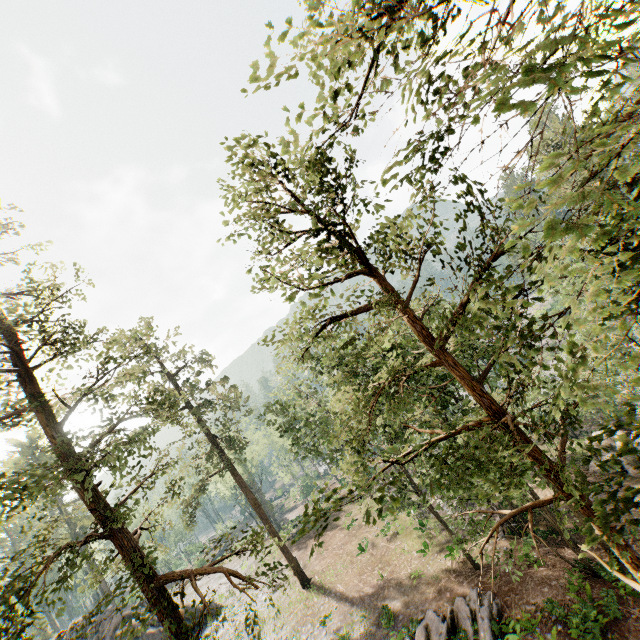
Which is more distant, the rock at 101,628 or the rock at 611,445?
the rock at 101,628

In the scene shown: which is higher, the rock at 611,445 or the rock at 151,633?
the rock at 151,633

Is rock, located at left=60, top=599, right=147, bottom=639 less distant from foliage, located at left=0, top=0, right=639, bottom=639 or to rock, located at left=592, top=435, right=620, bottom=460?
foliage, located at left=0, top=0, right=639, bottom=639

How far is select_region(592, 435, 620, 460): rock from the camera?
24.2m

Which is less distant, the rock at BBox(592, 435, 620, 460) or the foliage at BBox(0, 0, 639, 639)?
the foliage at BBox(0, 0, 639, 639)

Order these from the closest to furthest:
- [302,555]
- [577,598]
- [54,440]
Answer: [54,440] < [577,598] < [302,555]
